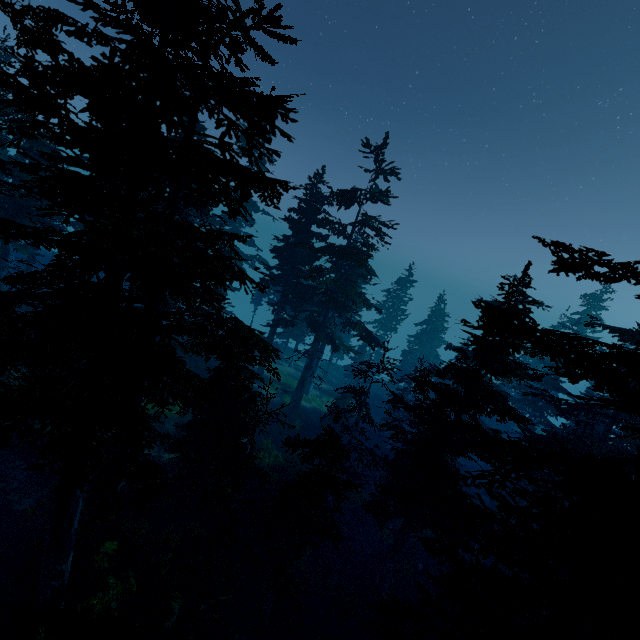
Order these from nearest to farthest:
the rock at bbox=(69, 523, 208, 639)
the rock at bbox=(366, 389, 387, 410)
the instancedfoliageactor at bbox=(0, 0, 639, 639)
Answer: the instancedfoliageactor at bbox=(0, 0, 639, 639) < the rock at bbox=(69, 523, 208, 639) < the rock at bbox=(366, 389, 387, 410)

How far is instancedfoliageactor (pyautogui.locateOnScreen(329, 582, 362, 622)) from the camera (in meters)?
18.09

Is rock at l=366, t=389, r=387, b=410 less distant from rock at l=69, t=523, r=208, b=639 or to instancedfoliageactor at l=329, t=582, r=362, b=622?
instancedfoliageactor at l=329, t=582, r=362, b=622

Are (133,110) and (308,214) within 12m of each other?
no

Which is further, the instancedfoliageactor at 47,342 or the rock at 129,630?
the rock at 129,630

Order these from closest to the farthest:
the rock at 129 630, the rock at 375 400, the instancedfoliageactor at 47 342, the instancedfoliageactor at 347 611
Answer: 1. the instancedfoliageactor at 47 342
2. the rock at 129 630
3. the instancedfoliageactor at 347 611
4. the rock at 375 400
